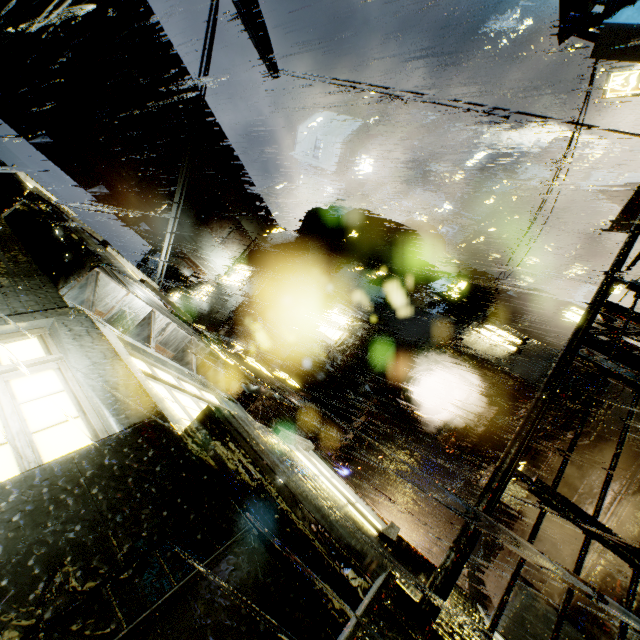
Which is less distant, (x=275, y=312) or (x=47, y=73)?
(x=47, y=73)

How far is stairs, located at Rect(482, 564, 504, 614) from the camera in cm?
886

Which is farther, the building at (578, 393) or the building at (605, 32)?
the building at (578, 393)

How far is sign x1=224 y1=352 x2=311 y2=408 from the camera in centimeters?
867cm

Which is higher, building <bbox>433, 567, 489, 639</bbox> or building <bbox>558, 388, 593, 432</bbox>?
building <bbox>433, 567, 489, 639</bbox>

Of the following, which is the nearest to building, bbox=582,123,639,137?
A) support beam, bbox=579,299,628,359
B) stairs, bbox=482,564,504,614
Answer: support beam, bbox=579,299,628,359

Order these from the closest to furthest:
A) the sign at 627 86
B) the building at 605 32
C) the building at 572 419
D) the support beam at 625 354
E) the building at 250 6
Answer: the support beam at 625 354 → the building at 605 32 → the building at 572 419 → the sign at 627 86 → the building at 250 6

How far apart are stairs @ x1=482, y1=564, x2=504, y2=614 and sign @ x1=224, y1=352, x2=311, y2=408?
7.7 meters
